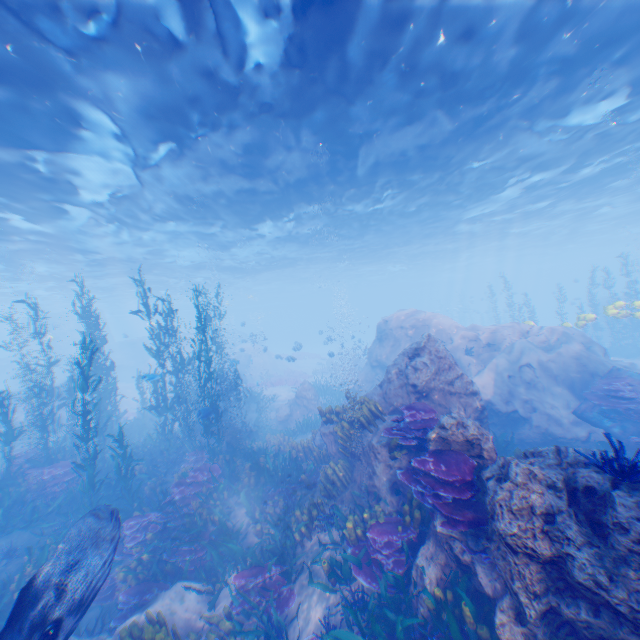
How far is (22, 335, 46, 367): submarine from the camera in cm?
3822

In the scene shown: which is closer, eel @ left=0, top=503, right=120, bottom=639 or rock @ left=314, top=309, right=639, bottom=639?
rock @ left=314, top=309, right=639, bottom=639

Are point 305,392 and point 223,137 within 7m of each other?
no

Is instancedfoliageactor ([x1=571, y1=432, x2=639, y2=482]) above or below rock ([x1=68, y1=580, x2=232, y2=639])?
above

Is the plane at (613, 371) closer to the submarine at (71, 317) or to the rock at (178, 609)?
the rock at (178, 609)

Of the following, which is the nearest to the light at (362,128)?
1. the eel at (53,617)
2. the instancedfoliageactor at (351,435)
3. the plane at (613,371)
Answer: the plane at (613,371)

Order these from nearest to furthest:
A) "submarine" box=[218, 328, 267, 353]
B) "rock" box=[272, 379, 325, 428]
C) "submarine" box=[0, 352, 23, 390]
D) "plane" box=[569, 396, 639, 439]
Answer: "plane" box=[569, 396, 639, 439] < "rock" box=[272, 379, 325, 428] < "submarine" box=[218, 328, 267, 353] < "submarine" box=[0, 352, 23, 390]

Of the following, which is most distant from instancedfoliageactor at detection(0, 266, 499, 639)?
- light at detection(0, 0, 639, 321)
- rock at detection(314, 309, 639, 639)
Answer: light at detection(0, 0, 639, 321)
